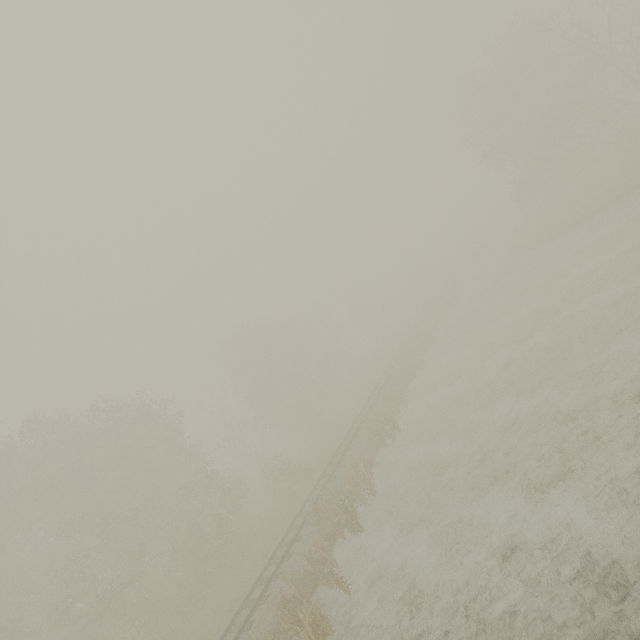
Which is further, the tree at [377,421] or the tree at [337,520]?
the tree at [377,421]

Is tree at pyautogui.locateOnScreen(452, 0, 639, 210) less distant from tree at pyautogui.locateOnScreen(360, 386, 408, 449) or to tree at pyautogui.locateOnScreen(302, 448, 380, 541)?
tree at pyautogui.locateOnScreen(360, 386, 408, 449)

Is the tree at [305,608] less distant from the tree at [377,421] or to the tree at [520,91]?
the tree at [377,421]

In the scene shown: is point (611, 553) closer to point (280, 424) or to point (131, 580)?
point (131, 580)

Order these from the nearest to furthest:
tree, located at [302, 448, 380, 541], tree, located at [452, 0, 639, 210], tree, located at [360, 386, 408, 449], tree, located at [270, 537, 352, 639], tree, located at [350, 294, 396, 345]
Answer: tree, located at [270, 537, 352, 639]
tree, located at [302, 448, 380, 541]
tree, located at [360, 386, 408, 449]
tree, located at [452, 0, 639, 210]
tree, located at [350, 294, 396, 345]

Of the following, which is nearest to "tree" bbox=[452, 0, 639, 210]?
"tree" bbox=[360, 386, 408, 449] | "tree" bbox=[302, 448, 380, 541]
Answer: "tree" bbox=[360, 386, 408, 449]

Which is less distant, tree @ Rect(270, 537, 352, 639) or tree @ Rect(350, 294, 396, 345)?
tree @ Rect(270, 537, 352, 639)

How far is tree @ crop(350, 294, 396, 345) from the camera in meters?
55.5 m
